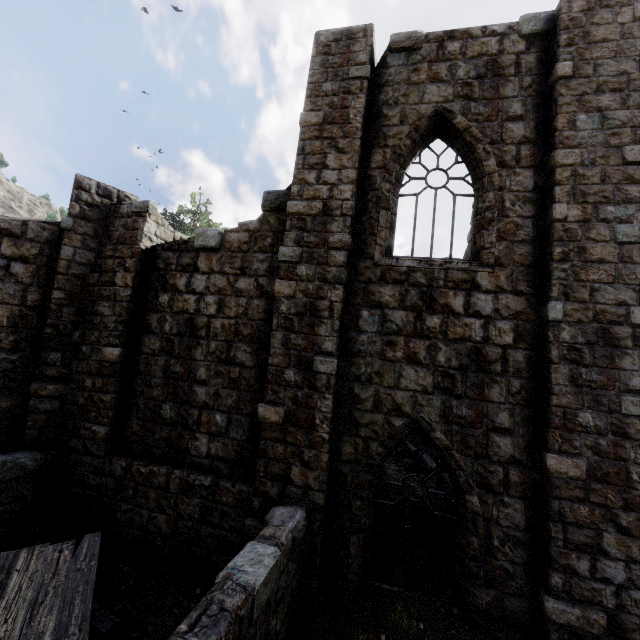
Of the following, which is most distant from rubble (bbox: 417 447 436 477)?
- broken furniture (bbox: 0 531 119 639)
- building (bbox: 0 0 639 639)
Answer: broken furniture (bbox: 0 531 119 639)

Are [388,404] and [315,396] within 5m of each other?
yes

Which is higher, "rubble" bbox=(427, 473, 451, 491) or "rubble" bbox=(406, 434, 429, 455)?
"rubble" bbox=(406, 434, 429, 455)

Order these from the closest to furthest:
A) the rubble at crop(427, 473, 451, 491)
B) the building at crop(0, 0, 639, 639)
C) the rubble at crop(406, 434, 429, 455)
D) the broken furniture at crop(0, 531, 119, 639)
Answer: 1. the broken furniture at crop(0, 531, 119, 639)
2. the building at crop(0, 0, 639, 639)
3. the rubble at crop(427, 473, 451, 491)
4. the rubble at crop(406, 434, 429, 455)

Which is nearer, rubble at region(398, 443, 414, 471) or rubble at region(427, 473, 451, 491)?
rubble at region(427, 473, 451, 491)

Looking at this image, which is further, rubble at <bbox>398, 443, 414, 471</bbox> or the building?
rubble at <bbox>398, 443, 414, 471</bbox>

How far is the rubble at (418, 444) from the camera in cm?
1174

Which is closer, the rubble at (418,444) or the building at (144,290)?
the building at (144,290)
